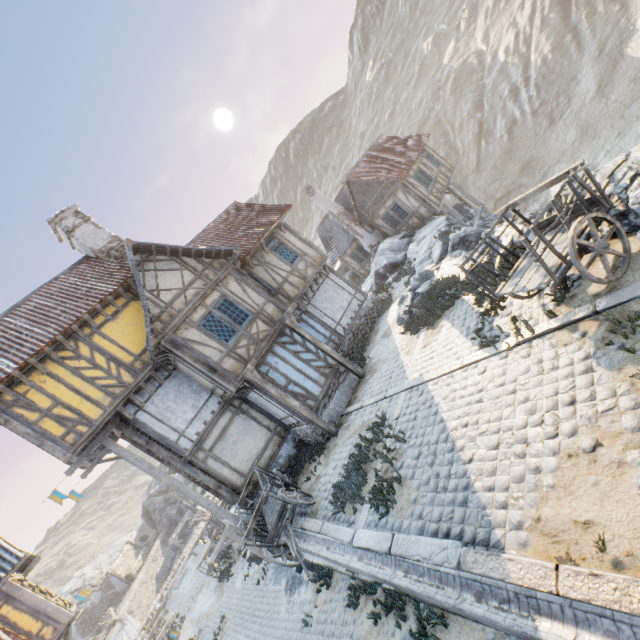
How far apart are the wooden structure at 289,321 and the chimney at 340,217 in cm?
1252

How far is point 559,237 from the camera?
6.1 meters

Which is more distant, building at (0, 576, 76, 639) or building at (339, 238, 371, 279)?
building at (339, 238, 371, 279)

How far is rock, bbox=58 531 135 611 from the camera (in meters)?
41.34

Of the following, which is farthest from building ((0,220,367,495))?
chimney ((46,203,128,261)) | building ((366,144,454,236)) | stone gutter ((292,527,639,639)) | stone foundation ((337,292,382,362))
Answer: building ((366,144,454,236))

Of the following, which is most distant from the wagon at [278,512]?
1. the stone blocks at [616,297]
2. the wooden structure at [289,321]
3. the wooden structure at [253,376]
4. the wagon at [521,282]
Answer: the wagon at [521,282]

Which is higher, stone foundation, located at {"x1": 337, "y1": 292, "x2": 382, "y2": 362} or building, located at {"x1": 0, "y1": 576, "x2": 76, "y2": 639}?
building, located at {"x1": 0, "y1": 576, "x2": 76, "y2": 639}

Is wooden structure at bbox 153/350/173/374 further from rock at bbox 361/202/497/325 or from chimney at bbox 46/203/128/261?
rock at bbox 361/202/497/325
